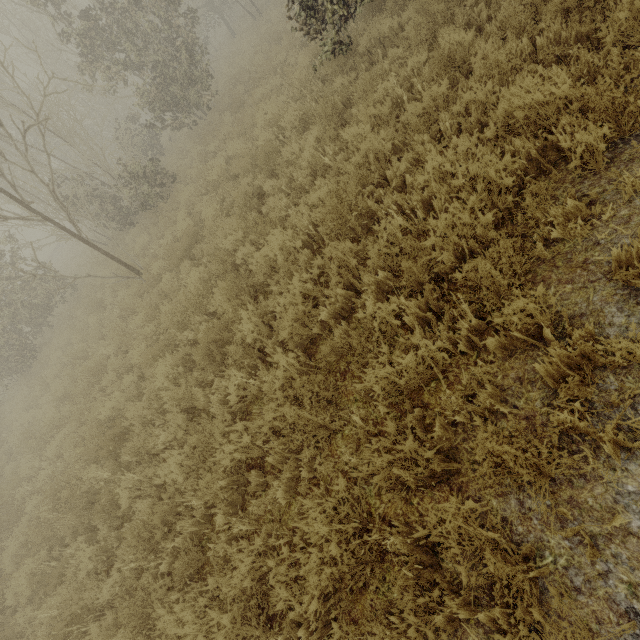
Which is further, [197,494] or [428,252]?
[197,494]
